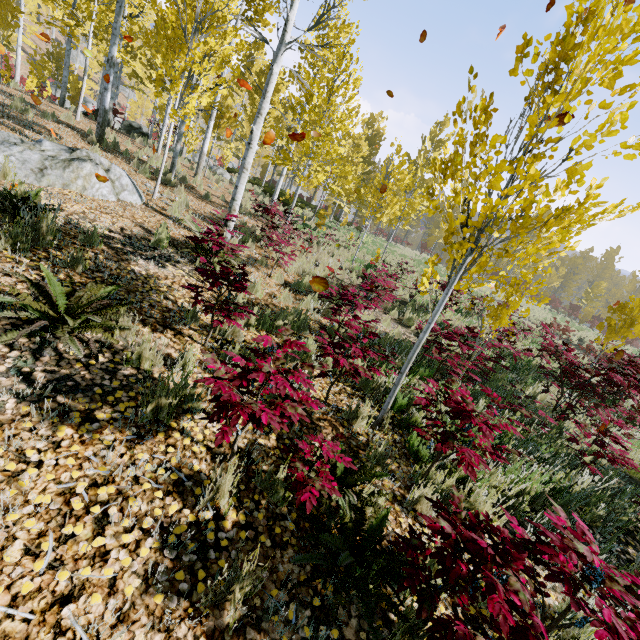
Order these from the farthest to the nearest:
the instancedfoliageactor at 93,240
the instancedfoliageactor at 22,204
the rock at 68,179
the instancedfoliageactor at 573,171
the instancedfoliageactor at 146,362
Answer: the rock at 68,179, the instancedfoliageactor at 93,240, the instancedfoliageactor at 22,204, the instancedfoliageactor at 146,362, the instancedfoliageactor at 573,171

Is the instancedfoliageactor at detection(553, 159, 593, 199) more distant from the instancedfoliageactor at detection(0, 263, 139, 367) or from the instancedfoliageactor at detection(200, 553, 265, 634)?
the instancedfoliageactor at detection(0, 263, 139, 367)

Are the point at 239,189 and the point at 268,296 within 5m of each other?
yes

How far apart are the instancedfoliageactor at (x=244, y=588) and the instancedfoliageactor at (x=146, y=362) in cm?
189

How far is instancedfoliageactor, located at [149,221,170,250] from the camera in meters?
5.6

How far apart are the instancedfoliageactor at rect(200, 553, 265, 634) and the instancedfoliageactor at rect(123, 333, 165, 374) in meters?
1.9

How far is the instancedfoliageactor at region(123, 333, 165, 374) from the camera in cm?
301

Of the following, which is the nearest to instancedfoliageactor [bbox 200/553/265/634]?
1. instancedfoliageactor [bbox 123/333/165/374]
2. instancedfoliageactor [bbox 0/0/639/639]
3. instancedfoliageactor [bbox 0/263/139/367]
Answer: instancedfoliageactor [bbox 0/0/639/639]
